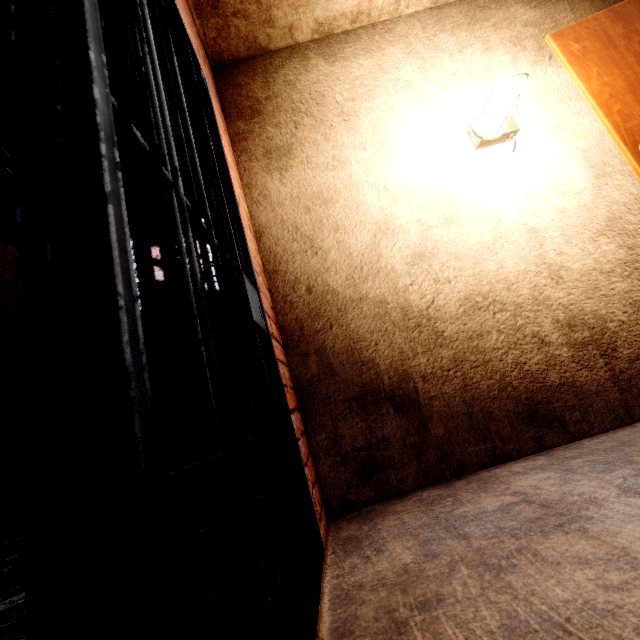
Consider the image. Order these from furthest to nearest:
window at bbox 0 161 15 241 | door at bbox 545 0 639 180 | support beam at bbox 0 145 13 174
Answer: window at bbox 0 161 15 241 < support beam at bbox 0 145 13 174 < door at bbox 545 0 639 180

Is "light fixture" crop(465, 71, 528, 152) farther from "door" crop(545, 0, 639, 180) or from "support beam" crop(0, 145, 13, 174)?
"support beam" crop(0, 145, 13, 174)

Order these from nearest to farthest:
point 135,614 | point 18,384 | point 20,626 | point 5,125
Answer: point 135,614
point 20,626
point 18,384
point 5,125

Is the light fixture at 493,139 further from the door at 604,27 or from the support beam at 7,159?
the support beam at 7,159

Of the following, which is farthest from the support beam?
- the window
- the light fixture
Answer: the light fixture

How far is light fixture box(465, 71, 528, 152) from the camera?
1.79m

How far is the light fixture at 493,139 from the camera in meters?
1.8 m
